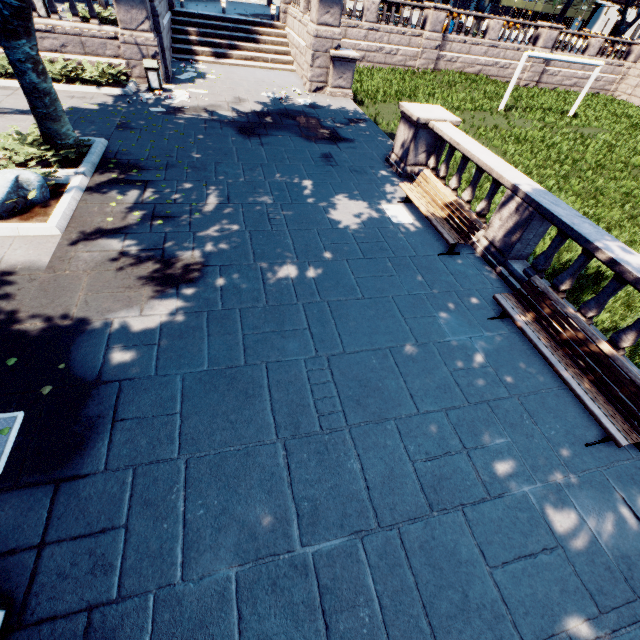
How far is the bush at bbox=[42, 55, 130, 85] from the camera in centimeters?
1249cm

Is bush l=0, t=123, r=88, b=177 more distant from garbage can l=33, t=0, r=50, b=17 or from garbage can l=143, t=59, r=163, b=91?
garbage can l=33, t=0, r=50, b=17

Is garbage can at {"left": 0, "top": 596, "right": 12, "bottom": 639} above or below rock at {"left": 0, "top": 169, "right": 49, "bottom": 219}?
below

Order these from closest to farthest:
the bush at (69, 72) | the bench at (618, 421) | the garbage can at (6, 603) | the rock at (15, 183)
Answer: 1. the garbage can at (6, 603)
2. the bench at (618, 421)
3. the rock at (15, 183)
4. the bush at (69, 72)

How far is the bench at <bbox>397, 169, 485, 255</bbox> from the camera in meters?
7.4 m

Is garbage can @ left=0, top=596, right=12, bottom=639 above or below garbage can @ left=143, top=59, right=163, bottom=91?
below

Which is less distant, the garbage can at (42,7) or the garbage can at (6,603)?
the garbage can at (6,603)

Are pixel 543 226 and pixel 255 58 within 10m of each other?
no
